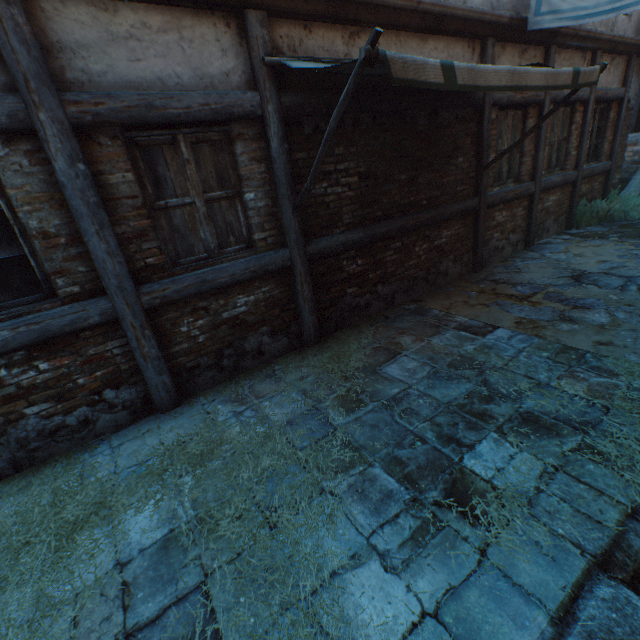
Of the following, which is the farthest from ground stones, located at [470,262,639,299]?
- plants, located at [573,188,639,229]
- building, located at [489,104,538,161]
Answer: building, located at [489,104,538,161]

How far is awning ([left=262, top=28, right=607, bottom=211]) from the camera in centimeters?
241cm

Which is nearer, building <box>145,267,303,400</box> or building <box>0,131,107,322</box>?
building <box>0,131,107,322</box>

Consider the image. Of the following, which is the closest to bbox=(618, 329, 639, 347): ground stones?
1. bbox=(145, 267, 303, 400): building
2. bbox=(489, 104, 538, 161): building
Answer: bbox=(489, 104, 538, 161): building

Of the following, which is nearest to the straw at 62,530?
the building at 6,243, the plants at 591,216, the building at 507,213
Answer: the building at 6,243

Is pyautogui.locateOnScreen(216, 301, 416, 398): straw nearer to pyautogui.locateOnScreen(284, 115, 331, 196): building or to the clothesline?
pyautogui.locateOnScreen(284, 115, 331, 196): building

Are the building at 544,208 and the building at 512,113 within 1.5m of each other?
yes

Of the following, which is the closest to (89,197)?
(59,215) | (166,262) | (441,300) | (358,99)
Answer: (59,215)
